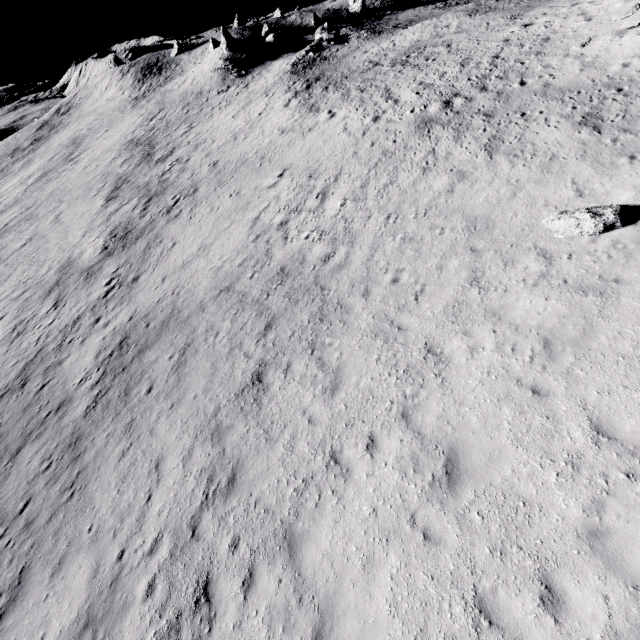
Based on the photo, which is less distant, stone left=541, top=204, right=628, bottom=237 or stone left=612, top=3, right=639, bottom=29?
stone left=541, top=204, right=628, bottom=237

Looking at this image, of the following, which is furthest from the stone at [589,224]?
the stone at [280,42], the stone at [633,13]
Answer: the stone at [280,42]

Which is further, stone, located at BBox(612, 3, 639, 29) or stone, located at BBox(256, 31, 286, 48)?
stone, located at BBox(256, 31, 286, 48)

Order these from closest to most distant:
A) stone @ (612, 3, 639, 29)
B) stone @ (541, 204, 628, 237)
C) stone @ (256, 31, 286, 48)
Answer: stone @ (541, 204, 628, 237) → stone @ (612, 3, 639, 29) → stone @ (256, 31, 286, 48)

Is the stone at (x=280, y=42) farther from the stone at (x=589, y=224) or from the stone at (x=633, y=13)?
the stone at (x=589, y=224)

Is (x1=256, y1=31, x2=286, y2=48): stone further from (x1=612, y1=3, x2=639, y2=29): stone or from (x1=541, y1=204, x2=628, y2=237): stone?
(x1=541, y1=204, x2=628, y2=237): stone

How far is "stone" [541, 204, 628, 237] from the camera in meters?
9.8

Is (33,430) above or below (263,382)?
below
